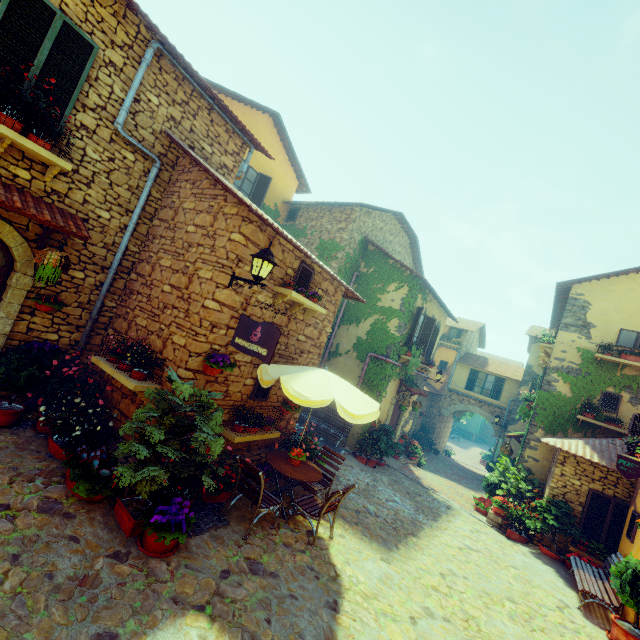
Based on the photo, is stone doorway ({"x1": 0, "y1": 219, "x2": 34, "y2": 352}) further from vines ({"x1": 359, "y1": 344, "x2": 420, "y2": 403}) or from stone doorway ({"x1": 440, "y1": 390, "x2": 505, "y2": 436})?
stone doorway ({"x1": 440, "y1": 390, "x2": 505, "y2": 436})

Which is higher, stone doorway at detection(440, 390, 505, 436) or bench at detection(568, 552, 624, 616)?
stone doorway at detection(440, 390, 505, 436)

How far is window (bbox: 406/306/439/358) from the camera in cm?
1278

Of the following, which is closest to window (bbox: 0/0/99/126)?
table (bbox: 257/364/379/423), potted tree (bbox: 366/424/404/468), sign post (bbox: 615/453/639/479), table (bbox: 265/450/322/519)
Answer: table (bbox: 257/364/379/423)

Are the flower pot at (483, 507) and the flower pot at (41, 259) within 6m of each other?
no

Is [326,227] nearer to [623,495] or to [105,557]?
[105,557]

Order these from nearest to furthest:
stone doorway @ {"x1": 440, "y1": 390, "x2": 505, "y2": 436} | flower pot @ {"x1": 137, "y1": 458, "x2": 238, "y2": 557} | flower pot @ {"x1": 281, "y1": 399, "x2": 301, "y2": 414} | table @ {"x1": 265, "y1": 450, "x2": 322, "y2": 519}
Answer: flower pot @ {"x1": 137, "y1": 458, "x2": 238, "y2": 557}
table @ {"x1": 265, "y1": 450, "x2": 322, "y2": 519}
flower pot @ {"x1": 281, "y1": 399, "x2": 301, "y2": 414}
stone doorway @ {"x1": 440, "y1": 390, "x2": 505, "y2": 436}

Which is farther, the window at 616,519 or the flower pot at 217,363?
the window at 616,519
